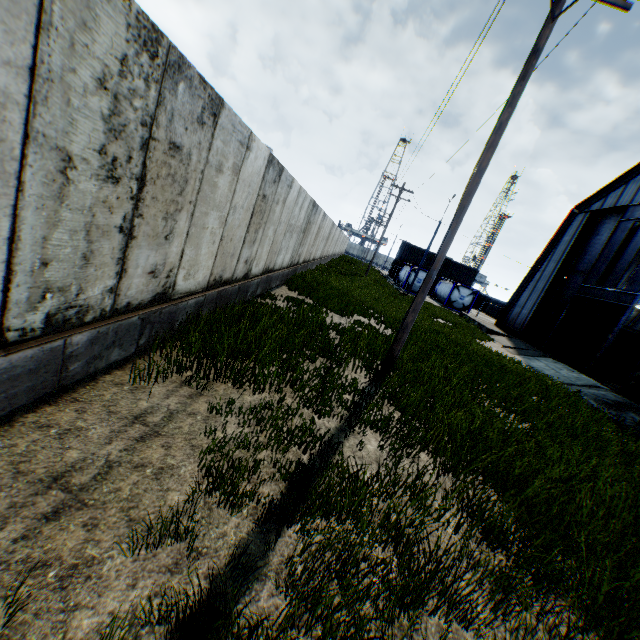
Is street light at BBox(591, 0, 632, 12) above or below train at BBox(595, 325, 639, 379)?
above

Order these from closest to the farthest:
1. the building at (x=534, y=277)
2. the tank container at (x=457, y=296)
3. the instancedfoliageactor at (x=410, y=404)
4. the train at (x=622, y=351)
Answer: the instancedfoliageactor at (x=410, y=404)
the building at (x=534, y=277)
the train at (x=622, y=351)
the tank container at (x=457, y=296)

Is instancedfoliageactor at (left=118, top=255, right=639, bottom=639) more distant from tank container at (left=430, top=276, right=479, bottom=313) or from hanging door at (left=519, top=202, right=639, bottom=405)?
tank container at (left=430, top=276, right=479, bottom=313)

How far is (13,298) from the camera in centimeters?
257cm

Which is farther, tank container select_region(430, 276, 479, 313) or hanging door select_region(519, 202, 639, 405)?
tank container select_region(430, 276, 479, 313)

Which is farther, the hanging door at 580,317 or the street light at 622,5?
the hanging door at 580,317

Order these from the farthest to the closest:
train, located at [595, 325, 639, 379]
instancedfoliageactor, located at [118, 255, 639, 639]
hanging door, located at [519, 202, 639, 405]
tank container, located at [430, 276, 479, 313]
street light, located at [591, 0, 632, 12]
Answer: tank container, located at [430, 276, 479, 313], train, located at [595, 325, 639, 379], hanging door, located at [519, 202, 639, 405], street light, located at [591, 0, 632, 12], instancedfoliageactor, located at [118, 255, 639, 639]

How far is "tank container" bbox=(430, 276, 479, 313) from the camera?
36.0 meters
